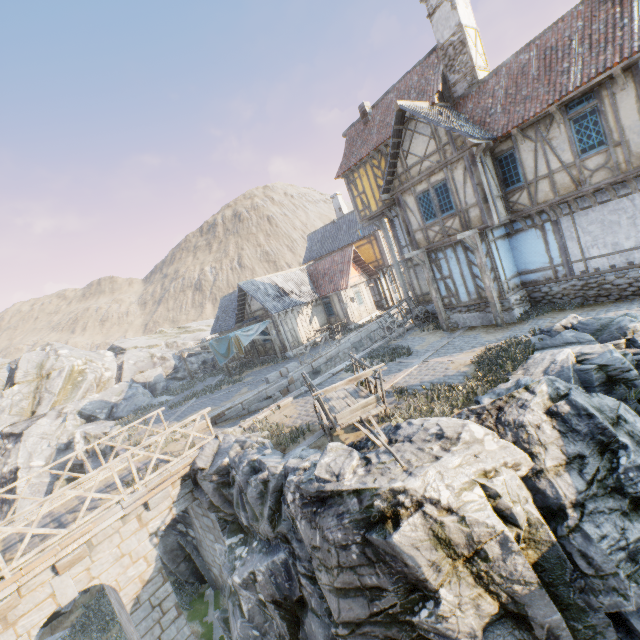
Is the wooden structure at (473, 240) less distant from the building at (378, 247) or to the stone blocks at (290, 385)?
the stone blocks at (290, 385)

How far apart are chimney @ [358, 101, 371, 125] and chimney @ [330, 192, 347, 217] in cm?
1244

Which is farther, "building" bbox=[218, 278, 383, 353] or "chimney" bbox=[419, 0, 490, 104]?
"building" bbox=[218, 278, 383, 353]

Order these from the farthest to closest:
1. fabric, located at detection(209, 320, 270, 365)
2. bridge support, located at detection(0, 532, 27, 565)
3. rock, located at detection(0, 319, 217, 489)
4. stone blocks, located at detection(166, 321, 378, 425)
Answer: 1. fabric, located at detection(209, 320, 270, 365)
2. rock, located at detection(0, 319, 217, 489)
3. stone blocks, located at detection(166, 321, 378, 425)
4. bridge support, located at detection(0, 532, 27, 565)

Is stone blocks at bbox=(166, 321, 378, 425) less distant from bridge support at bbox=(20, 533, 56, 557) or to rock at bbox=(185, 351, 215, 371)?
rock at bbox=(185, 351, 215, 371)

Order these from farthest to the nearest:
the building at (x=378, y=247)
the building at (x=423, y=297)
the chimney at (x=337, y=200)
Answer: the chimney at (x=337, y=200) → the building at (x=378, y=247) → the building at (x=423, y=297)

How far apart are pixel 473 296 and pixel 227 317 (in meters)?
21.16

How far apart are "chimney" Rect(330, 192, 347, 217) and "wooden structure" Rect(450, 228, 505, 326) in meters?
20.2 m
